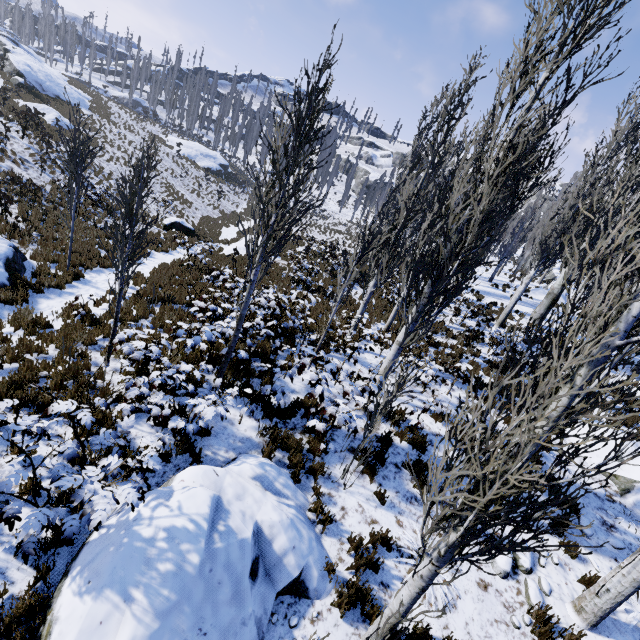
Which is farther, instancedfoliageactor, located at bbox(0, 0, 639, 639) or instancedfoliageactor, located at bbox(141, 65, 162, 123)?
instancedfoliageactor, located at bbox(141, 65, 162, 123)

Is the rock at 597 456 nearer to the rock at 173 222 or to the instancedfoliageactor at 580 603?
the instancedfoliageactor at 580 603

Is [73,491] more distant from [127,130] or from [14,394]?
[127,130]

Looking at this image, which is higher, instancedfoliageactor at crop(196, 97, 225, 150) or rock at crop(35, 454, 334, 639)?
instancedfoliageactor at crop(196, 97, 225, 150)

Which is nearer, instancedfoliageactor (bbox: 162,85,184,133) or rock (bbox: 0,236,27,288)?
rock (bbox: 0,236,27,288)

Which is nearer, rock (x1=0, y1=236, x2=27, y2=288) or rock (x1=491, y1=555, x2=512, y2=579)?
rock (x1=491, y1=555, x2=512, y2=579)

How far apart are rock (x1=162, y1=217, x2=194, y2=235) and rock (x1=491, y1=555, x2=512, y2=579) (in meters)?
20.41

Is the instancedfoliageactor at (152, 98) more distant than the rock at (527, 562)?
Yes
